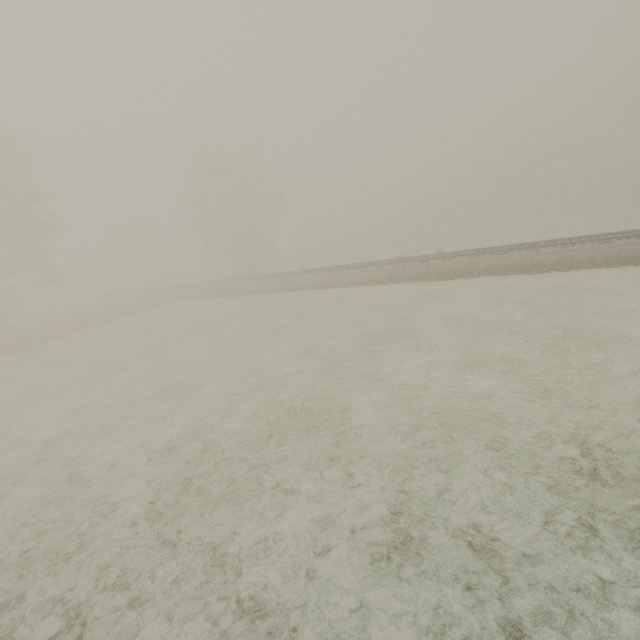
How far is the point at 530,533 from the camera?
4.2 meters
